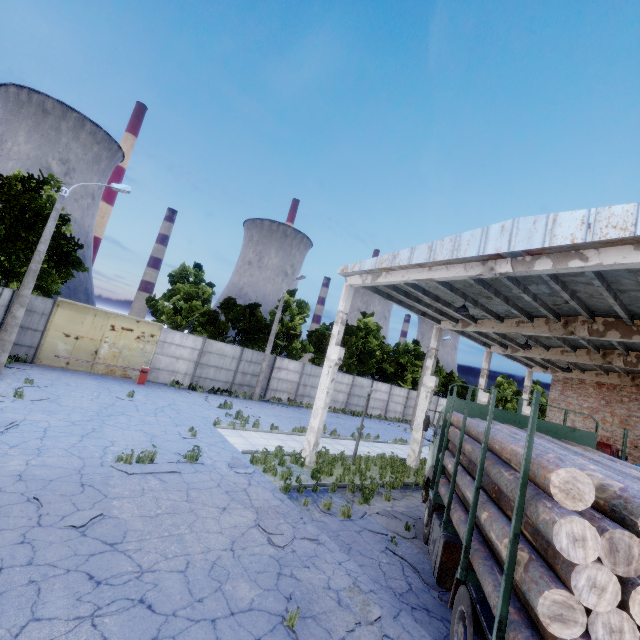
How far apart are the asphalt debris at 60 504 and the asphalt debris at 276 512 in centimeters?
320cm

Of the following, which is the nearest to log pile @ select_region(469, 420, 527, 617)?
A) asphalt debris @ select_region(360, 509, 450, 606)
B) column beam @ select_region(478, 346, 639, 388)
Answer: asphalt debris @ select_region(360, 509, 450, 606)

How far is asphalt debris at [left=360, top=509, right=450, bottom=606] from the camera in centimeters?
698cm

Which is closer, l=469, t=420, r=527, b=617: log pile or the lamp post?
l=469, t=420, r=527, b=617: log pile

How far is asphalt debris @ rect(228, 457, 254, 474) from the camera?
10.2 meters

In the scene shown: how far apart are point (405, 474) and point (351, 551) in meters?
7.9

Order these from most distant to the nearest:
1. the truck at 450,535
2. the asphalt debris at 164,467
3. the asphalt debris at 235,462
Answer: the asphalt debris at 235,462 → the asphalt debris at 164,467 → the truck at 450,535

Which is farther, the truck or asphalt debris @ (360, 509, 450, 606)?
asphalt debris @ (360, 509, 450, 606)
